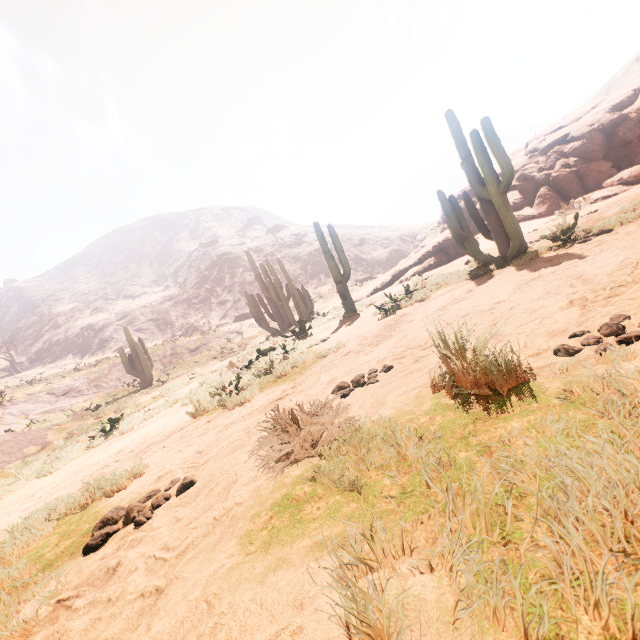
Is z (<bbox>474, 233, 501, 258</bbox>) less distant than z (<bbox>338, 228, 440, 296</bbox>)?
Yes

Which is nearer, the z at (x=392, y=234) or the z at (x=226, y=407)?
the z at (x=226, y=407)

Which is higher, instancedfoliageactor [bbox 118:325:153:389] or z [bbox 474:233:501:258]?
instancedfoliageactor [bbox 118:325:153:389]

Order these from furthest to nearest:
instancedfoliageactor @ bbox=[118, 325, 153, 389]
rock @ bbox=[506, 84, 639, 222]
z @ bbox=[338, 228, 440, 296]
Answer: z @ bbox=[338, 228, 440, 296] → instancedfoliageactor @ bbox=[118, 325, 153, 389] → rock @ bbox=[506, 84, 639, 222]

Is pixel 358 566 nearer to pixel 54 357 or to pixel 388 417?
pixel 388 417

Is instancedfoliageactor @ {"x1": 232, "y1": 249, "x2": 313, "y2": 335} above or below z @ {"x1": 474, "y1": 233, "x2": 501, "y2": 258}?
above

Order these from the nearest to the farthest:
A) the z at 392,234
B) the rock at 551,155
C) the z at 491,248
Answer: the z at 491,248, the rock at 551,155, the z at 392,234

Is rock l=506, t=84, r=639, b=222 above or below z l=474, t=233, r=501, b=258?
above
